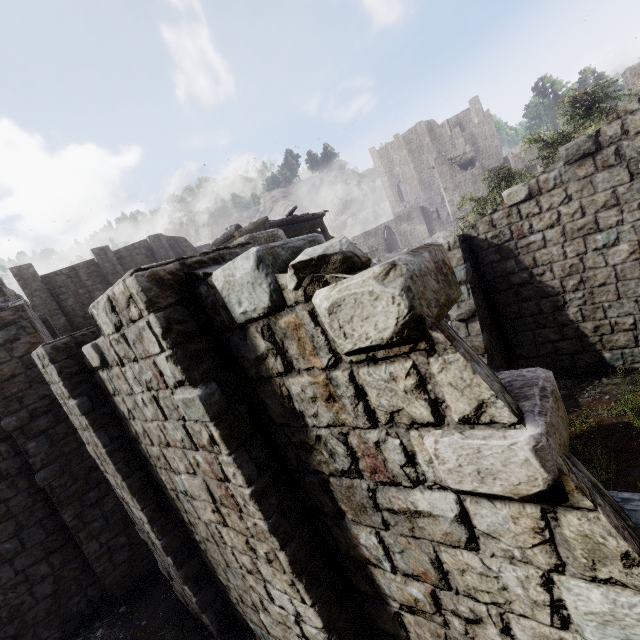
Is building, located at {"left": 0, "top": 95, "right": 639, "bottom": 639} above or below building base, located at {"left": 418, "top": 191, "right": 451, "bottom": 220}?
below

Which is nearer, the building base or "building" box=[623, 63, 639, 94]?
"building" box=[623, 63, 639, 94]

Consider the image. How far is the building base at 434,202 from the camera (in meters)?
57.53

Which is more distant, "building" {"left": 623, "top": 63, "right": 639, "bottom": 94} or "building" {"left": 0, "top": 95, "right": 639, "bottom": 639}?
"building" {"left": 623, "top": 63, "right": 639, "bottom": 94}

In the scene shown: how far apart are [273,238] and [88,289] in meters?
27.2 m

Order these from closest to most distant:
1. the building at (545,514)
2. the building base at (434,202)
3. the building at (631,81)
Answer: the building at (545,514) < the building at (631,81) < the building base at (434,202)

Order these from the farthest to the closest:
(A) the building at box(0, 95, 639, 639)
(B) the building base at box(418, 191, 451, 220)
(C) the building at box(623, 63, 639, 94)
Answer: (B) the building base at box(418, 191, 451, 220), (C) the building at box(623, 63, 639, 94), (A) the building at box(0, 95, 639, 639)
